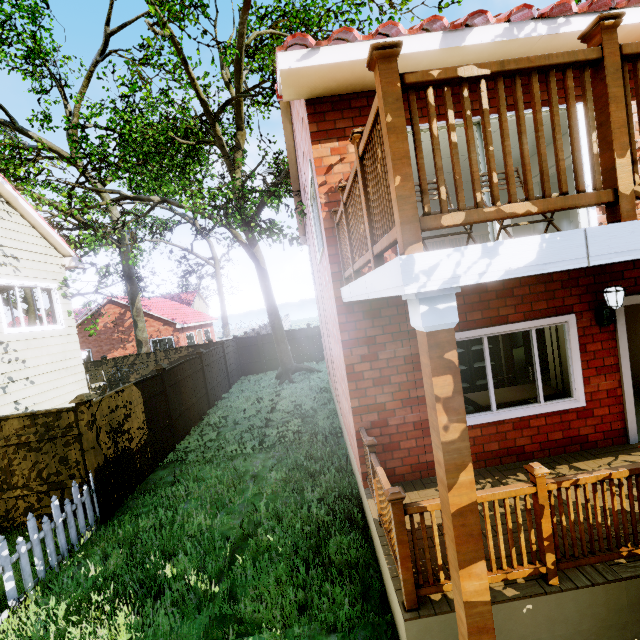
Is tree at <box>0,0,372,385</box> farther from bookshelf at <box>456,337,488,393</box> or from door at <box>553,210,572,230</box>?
door at <box>553,210,572,230</box>

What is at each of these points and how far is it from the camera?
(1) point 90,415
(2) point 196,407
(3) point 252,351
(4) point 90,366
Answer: (1) fence post, 6.3 meters
(2) fence, 11.7 meters
(3) fence, 19.3 meters
(4) fence, 19.0 meters

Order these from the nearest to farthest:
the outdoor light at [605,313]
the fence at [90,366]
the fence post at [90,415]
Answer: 1. the outdoor light at [605,313]
2. the fence post at [90,415]
3. the fence at [90,366]

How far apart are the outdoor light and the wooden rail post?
4.1m

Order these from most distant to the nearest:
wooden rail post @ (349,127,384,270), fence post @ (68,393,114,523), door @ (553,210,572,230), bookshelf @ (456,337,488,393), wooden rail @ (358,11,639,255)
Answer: door @ (553,210,572,230) < bookshelf @ (456,337,488,393) < fence post @ (68,393,114,523) < wooden rail post @ (349,127,384,270) < wooden rail @ (358,11,639,255)

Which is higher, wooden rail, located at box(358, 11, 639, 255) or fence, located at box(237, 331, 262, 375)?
wooden rail, located at box(358, 11, 639, 255)

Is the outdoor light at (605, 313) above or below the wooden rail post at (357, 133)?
below

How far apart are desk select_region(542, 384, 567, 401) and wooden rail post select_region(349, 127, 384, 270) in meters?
3.9
